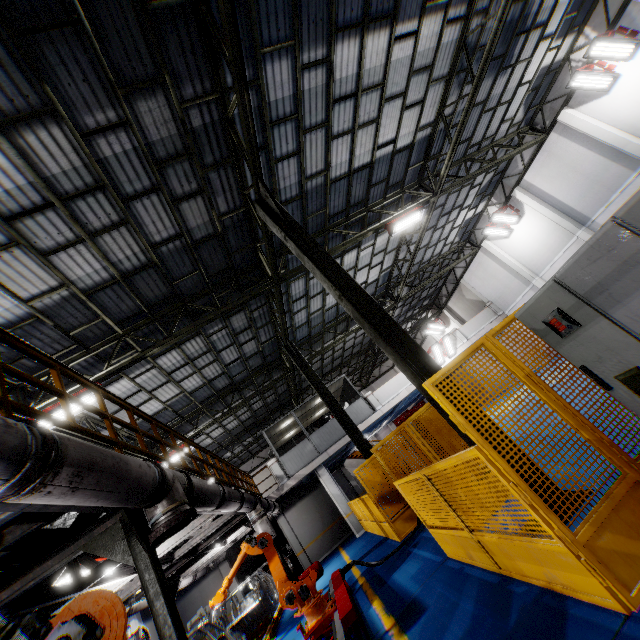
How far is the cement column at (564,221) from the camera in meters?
15.9 m

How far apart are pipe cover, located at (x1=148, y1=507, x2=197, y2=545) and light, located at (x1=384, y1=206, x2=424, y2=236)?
10.50m

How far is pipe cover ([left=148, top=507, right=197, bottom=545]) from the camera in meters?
3.9

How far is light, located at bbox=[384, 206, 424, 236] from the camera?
11.9m

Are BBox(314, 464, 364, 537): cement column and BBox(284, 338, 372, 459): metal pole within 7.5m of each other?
yes

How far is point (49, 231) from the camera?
6.5m

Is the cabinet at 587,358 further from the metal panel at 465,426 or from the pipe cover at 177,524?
the pipe cover at 177,524

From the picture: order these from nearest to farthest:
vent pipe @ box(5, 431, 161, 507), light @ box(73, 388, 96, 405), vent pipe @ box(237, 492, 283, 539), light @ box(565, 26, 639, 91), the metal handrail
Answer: vent pipe @ box(5, 431, 161, 507) < the metal handrail < light @ box(73, 388, 96, 405) < vent pipe @ box(237, 492, 283, 539) < light @ box(565, 26, 639, 91)
